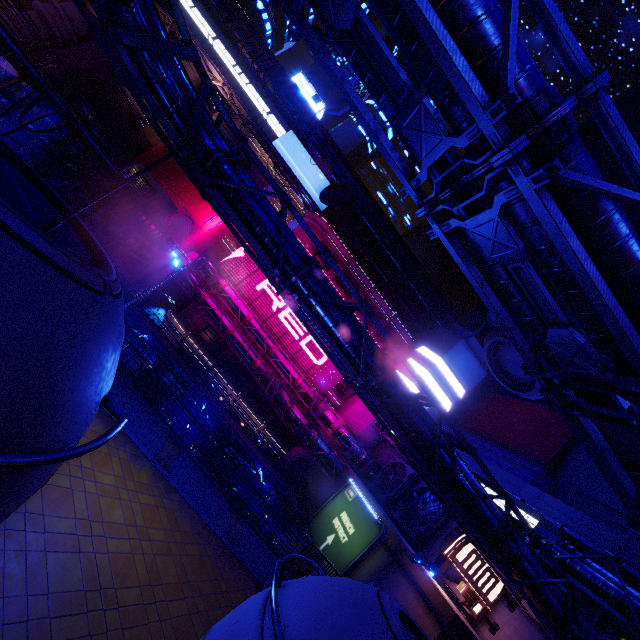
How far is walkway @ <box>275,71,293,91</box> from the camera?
47.97m

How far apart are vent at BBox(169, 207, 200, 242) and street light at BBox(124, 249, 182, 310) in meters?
38.6 m

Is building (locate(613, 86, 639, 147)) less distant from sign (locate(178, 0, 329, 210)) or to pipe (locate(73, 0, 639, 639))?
pipe (locate(73, 0, 639, 639))

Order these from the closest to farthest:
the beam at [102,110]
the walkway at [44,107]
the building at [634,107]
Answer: the walkway at [44,107], the beam at [102,110], the building at [634,107]

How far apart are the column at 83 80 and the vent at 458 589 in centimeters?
5306cm

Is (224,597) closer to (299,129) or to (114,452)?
(114,452)

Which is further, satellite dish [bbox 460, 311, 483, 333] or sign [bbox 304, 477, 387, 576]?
satellite dish [bbox 460, 311, 483, 333]
